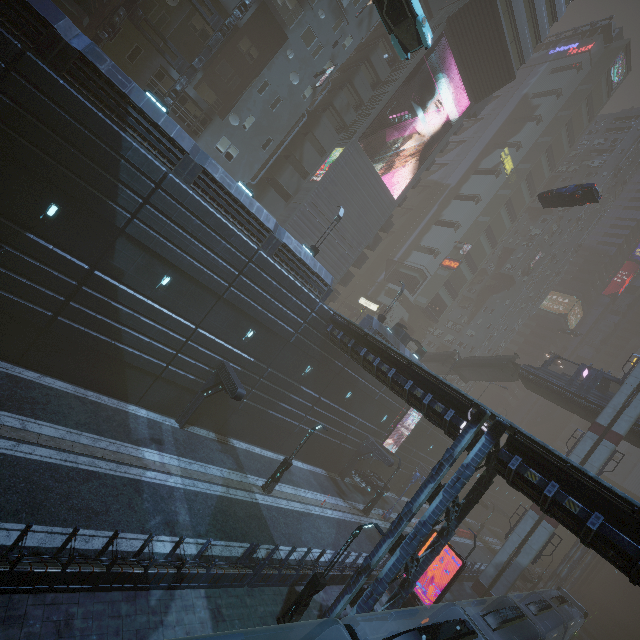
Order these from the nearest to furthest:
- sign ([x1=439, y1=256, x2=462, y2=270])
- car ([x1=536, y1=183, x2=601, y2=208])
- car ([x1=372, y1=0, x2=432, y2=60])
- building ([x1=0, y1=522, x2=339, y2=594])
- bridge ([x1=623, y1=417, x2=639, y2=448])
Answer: building ([x1=0, y1=522, x2=339, y2=594]), car ([x1=372, y1=0, x2=432, y2=60]), car ([x1=536, y1=183, x2=601, y2=208]), bridge ([x1=623, y1=417, x2=639, y2=448]), sign ([x1=439, y1=256, x2=462, y2=270])

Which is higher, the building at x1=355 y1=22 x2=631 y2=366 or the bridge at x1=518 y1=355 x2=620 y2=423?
the building at x1=355 y1=22 x2=631 y2=366

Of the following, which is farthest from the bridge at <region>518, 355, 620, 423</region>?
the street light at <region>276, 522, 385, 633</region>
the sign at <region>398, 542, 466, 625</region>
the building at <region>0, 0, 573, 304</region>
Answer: the street light at <region>276, 522, 385, 633</region>

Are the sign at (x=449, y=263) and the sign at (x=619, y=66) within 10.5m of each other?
no

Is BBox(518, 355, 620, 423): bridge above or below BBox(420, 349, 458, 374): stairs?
above

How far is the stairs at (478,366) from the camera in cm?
3828

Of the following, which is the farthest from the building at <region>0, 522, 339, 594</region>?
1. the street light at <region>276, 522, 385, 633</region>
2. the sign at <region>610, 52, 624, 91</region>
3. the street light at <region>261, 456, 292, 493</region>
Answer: the street light at <region>261, 456, 292, 493</region>

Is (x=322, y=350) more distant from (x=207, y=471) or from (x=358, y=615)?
(x=358, y=615)
